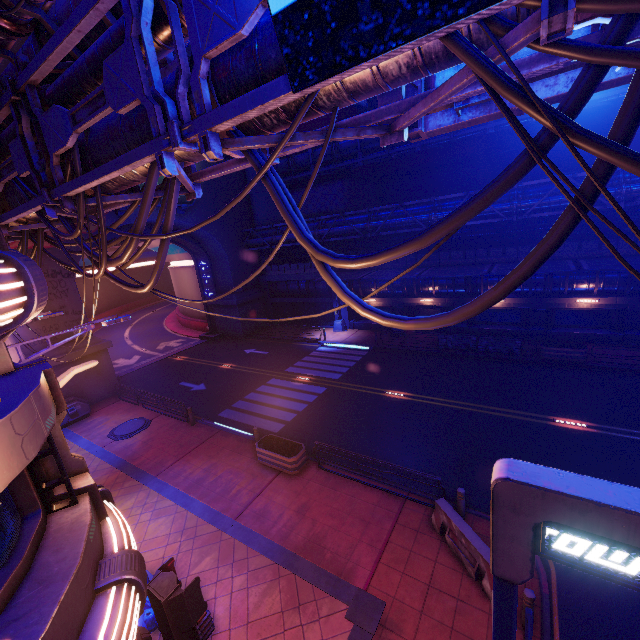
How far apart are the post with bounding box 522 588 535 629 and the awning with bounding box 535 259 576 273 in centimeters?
1558cm

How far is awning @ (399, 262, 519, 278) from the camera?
19.6m

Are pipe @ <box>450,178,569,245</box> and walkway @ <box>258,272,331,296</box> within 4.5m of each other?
yes

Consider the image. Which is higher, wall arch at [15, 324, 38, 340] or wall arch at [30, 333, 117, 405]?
wall arch at [15, 324, 38, 340]

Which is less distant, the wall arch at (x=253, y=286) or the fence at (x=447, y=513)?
the fence at (x=447, y=513)

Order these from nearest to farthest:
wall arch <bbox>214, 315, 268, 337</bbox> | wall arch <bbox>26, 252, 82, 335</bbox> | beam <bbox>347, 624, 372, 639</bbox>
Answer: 1. beam <bbox>347, 624, 372, 639</bbox>
2. wall arch <bbox>26, 252, 82, 335</bbox>
3. wall arch <bbox>214, 315, 268, 337</bbox>

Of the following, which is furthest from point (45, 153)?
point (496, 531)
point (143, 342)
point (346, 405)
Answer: point (143, 342)

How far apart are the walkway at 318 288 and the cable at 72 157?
21.1m
